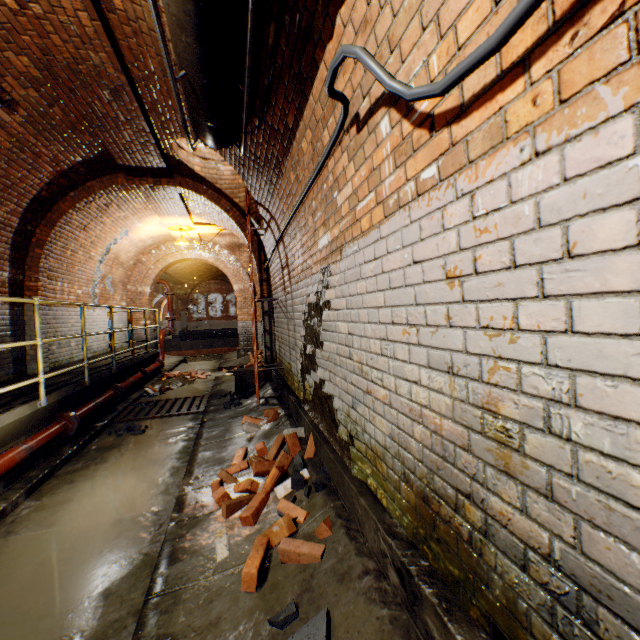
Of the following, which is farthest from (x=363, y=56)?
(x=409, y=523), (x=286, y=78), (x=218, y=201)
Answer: (x=218, y=201)

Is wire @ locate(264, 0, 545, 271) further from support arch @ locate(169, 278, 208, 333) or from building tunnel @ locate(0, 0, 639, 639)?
support arch @ locate(169, 278, 208, 333)

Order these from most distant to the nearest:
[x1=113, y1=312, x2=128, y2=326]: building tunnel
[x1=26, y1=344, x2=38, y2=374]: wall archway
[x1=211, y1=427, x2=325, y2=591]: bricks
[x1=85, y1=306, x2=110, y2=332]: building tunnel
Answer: [x1=113, y1=312, x2=128, y2=326]: building tunnel < [x1=85, y1=306, x2=110, y2=332]: building tunnel < [x1=26, y1=344, x2=38, y2=374]: wall archway < [x1=211, y1=427, x2=325, y2=591]: bricks

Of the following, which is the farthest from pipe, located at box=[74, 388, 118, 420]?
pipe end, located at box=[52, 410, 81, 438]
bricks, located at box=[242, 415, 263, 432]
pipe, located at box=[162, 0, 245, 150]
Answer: pipe, located at box=[162, 0, 245, 150]

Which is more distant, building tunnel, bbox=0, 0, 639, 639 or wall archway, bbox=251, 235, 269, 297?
wall archway, bbox=251, 235, 269, 297

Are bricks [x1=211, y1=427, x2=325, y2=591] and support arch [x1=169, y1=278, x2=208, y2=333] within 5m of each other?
no

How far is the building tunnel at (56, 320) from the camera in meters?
6.8

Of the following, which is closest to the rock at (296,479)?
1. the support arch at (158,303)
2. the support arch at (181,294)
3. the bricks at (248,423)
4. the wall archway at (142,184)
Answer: the bricks at (248,423)
